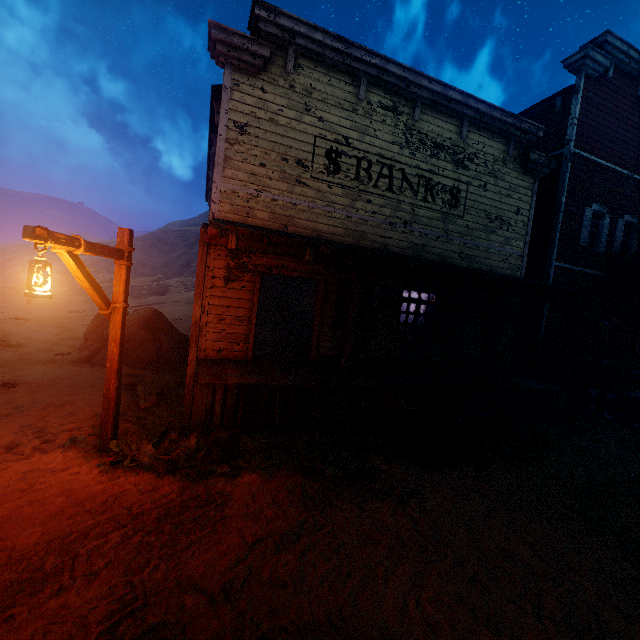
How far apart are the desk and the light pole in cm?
1037

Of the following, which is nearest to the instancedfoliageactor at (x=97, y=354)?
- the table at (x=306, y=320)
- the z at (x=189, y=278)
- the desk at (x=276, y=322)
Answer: the z at (x=189, y=278)

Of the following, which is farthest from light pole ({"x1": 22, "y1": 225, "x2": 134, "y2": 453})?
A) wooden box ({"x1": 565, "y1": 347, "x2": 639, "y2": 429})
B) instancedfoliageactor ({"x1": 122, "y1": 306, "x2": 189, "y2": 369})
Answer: wooden box ({"x1": 565, "y1": 347, "x2": 639, "y2": 429})

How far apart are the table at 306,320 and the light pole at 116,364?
11.08m

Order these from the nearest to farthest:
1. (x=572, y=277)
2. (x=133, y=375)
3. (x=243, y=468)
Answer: (x=243, y=468) < (x=133, y=375) < (x=572, y=277)

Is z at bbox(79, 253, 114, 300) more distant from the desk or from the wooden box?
the desk

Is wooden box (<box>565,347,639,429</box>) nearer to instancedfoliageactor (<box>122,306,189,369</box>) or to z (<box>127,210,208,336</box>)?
z (<box>127,210,208,336</box>)

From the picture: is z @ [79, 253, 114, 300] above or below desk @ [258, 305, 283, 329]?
above
